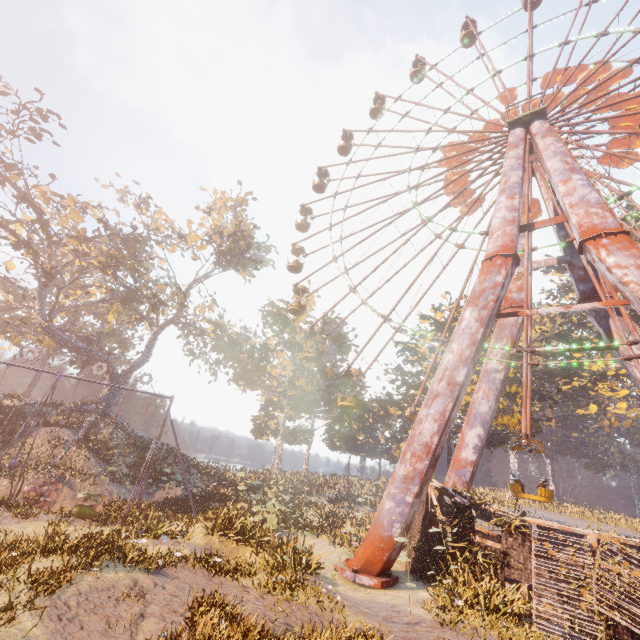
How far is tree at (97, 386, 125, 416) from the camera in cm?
3019

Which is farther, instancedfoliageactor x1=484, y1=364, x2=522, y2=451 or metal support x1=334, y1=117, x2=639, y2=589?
instancedfoliageactor x1=484, y1=364, x2=522, y2=451

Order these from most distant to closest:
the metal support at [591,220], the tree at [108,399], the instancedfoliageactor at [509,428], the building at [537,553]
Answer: the tree at [108,399]
the instancedfoliageactor at [509,428]
the metal support at [591,220]
the building at [537,553]

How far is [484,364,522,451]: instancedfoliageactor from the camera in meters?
24.2

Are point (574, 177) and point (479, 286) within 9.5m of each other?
yes

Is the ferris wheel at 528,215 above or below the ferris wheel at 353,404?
above

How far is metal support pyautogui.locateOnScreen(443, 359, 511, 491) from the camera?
19.48m

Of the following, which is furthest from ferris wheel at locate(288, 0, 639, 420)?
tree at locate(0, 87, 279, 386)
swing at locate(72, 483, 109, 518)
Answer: swing at locate(72, 483, 109, 518)
